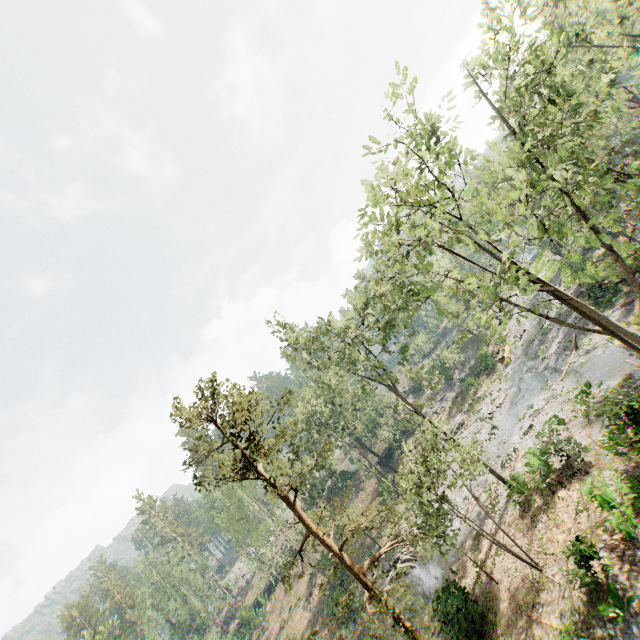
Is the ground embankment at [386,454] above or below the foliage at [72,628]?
below

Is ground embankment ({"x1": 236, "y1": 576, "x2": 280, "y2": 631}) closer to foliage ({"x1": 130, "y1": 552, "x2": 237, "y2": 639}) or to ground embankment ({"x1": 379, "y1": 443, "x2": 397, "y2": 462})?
foliage ({"x1": 130, "y1": 552, "x2": 237, "y2": 639})

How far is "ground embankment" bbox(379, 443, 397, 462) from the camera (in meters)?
52.06

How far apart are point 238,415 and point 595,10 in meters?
61.6

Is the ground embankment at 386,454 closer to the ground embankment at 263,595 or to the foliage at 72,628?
the foliage at 72,628

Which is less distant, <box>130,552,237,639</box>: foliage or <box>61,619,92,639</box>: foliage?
<box>61,619,92,639</box>: foliage

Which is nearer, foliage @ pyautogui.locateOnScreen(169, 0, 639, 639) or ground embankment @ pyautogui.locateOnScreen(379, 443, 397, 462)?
foliage @ pyautogui.locateOnScreen(169, 0, 639, 639)
